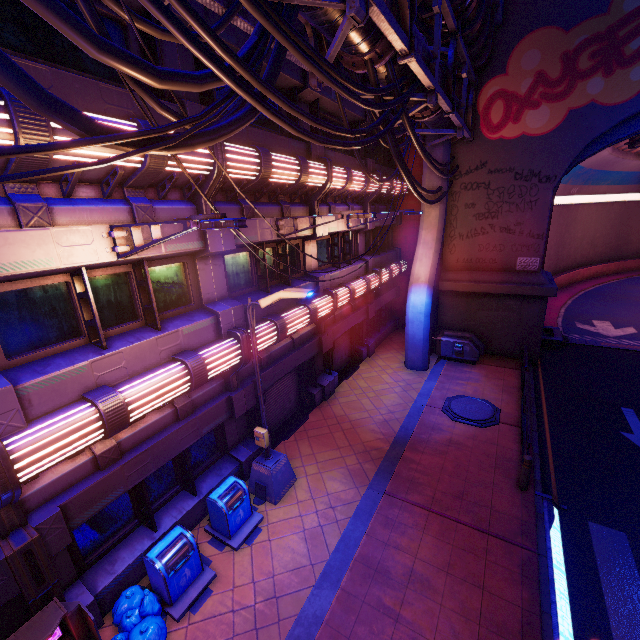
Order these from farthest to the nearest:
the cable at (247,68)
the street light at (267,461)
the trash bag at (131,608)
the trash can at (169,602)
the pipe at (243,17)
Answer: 1. the street light at (267,461)
2. the trash can at (169,602)
3. the trash bag at (131,608)
4. the pipe at (243,17)
5. the cable at (247,68)

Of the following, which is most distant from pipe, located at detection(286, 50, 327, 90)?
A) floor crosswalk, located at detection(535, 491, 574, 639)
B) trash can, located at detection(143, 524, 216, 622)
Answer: floor crosswalk, located at detection(535, 491, 574, 639)

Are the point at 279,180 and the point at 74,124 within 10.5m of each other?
A: yes

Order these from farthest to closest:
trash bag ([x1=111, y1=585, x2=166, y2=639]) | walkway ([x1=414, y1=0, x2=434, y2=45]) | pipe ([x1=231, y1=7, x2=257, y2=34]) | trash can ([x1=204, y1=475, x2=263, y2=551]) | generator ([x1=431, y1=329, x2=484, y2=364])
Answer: generator ([x1=431, y1=329, x2=484, y2=364]), walkway ([x1=414, y1=0, x2=434, y2=45]), trash can ([x1=204, y1=475, x2=263, y2=551]), trash bag ([x1=111, y1=585, x2=166, y2=639]), pipe ([x1=231, y1=7, x2=257, y2=34])

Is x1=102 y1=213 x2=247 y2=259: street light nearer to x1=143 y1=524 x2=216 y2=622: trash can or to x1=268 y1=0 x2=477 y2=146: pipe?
x1=268 y1=0 x2=477 y2=146: pipe

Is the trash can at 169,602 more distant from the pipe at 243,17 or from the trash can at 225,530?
the pipe at 243,17

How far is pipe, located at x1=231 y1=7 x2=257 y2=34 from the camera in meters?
5.2 m

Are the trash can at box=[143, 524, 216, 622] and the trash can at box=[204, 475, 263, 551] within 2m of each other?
yes
